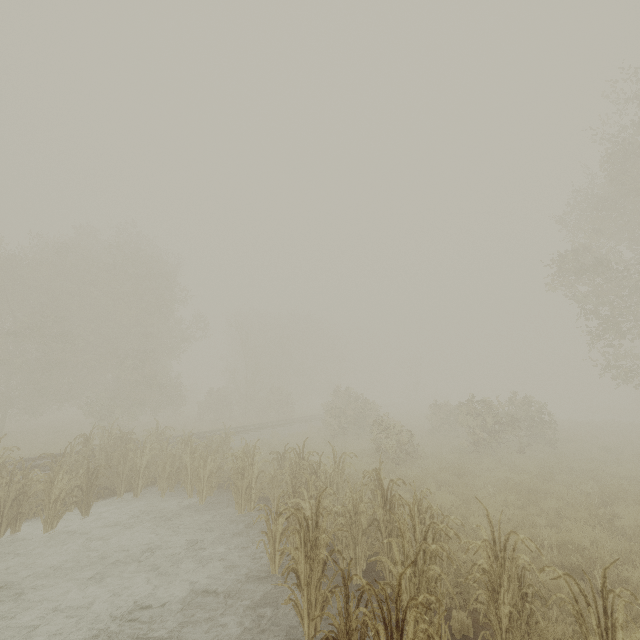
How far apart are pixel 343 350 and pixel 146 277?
32.9m

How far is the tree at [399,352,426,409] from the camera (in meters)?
49.47

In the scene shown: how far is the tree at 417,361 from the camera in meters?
49.5 m

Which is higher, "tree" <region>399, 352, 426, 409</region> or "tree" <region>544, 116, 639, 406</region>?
"tree" <region>544, 116, 639, 406</region>

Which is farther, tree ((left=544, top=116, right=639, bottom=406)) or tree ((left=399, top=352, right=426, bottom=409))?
tree ((left=399, top=352, right=426, bottom=409))

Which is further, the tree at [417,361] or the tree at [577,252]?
the tree at [417,361]
